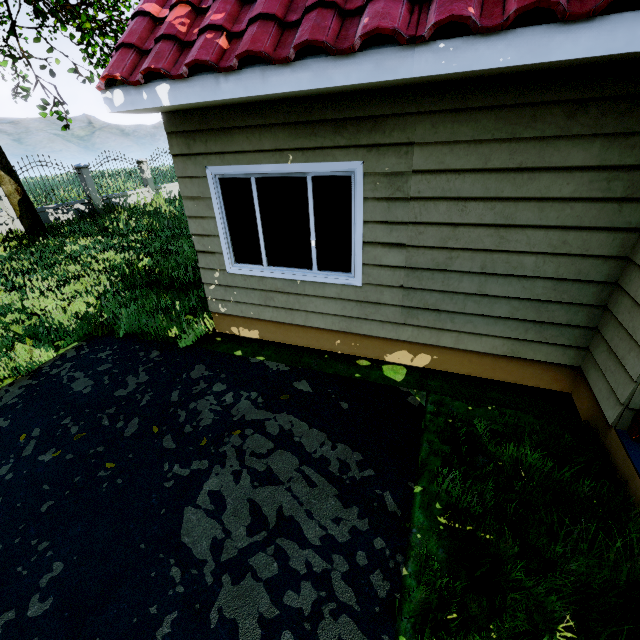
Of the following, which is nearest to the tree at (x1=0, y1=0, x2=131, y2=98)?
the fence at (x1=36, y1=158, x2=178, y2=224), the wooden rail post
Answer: the fence at (x1=36, y1=158, x2=178, y2=224)

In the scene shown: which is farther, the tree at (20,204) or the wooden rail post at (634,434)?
the tree at (20,204)

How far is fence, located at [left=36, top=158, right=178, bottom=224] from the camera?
13.09m

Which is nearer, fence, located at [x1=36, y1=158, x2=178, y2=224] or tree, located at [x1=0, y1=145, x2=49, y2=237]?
tree, located at [x1=0, y1=145, x2=49, y2=237]

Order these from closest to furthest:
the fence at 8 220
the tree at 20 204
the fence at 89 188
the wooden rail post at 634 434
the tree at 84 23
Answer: the wooden rail post at 634 434 → the tree at 84 23 → the tree at 20 204 → the fence at 8 220 → the fence at 89 188

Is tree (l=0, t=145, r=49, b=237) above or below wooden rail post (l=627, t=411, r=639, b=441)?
above

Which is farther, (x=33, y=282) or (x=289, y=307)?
(x=33, y=282)
